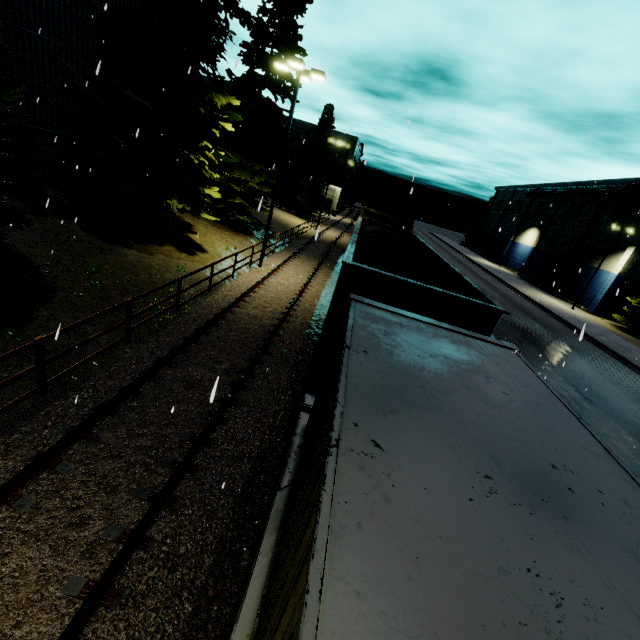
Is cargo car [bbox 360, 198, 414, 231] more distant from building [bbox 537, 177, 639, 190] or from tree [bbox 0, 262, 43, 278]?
building [bbox 537, 177, 639, 190]

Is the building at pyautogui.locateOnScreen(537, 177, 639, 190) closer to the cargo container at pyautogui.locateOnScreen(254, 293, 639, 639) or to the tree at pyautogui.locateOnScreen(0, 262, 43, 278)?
the cargo container at pyautogui.locateOnScreen(254, 293, 639, 639)

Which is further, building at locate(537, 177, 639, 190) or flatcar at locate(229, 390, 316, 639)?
building at locate(537, 177, 639, 190)

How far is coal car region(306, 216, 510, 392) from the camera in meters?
5.7

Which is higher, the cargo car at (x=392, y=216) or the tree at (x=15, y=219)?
the cargo car at (x=392, y=216)

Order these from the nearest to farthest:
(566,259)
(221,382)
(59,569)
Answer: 1. (59,569)
2. (221,382)
3. (566,259)

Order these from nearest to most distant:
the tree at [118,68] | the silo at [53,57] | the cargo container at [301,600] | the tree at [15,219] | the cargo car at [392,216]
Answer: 1. the cargo container at [301,600]
2. the tree at [15,219]
3. the silo at [53,57]
4. the tree at [118,68]
5. the cargo car at [392,216]

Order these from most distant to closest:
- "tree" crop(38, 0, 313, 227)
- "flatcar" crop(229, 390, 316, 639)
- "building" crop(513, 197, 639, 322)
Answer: "building" crop(513, 197, 639, 322)
"tree" crop(38, 0, 313, 227)
"flatcar" crop(229, 390, 316, 639)
